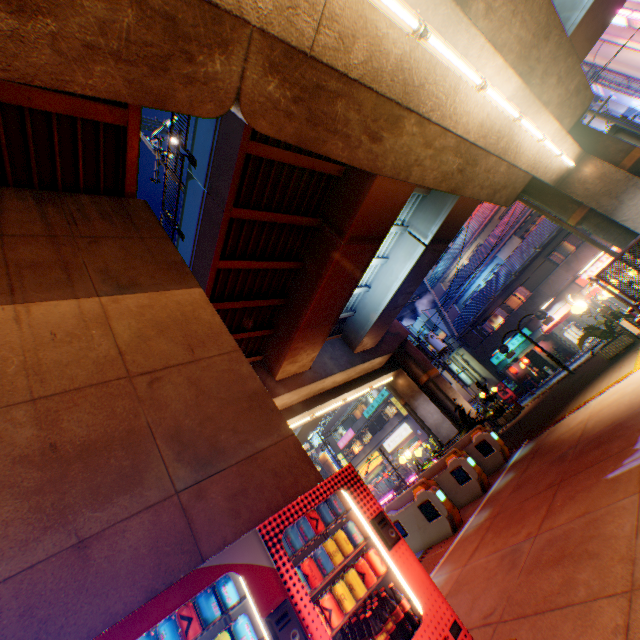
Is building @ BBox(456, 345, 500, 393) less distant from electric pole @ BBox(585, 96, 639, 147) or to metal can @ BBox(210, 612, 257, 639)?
electric pole @ BBox(585, 96, 639, 147)

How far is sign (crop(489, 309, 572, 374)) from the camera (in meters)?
16.08

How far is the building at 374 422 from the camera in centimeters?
3812cm

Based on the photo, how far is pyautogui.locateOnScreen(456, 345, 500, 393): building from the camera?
32.09m

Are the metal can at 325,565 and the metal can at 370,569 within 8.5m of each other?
yes

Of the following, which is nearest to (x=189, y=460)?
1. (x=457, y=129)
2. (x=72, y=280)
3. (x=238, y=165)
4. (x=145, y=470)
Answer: (x=145, y=470)

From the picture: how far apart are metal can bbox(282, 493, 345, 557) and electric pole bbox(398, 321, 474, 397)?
22.1m

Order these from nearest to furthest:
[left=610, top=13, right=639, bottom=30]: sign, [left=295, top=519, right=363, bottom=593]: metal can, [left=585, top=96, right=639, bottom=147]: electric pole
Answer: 1. [left=295, top=519, right=363, bottom=593]: metal can
2. [left=585, top=96, right=639, bottom=147]: electric pole
3. [left=610, top=13, right=639, bottom=30]: sign
